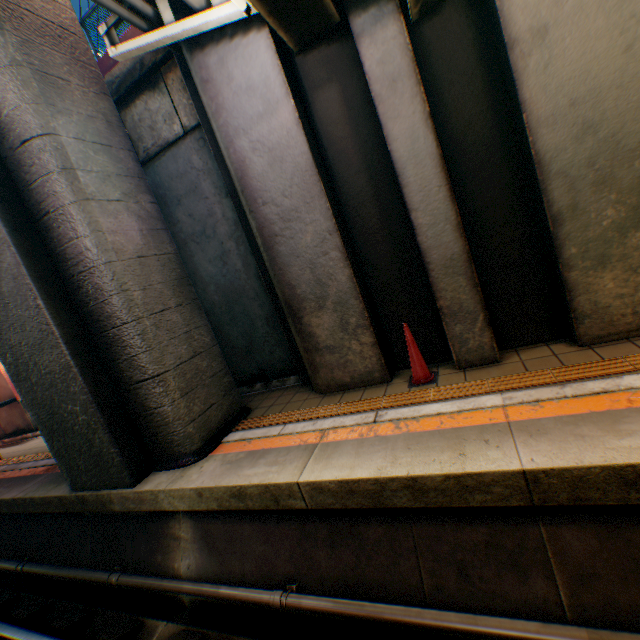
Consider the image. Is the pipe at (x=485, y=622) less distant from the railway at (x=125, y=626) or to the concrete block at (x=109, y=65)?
the railway at (x=125, y=626)

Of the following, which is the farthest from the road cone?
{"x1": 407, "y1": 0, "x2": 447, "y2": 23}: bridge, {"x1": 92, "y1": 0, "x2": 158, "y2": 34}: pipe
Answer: {"x1": 92, "y1": 0, "x2": 158, "y2": 34}: pipe

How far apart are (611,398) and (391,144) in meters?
3.4

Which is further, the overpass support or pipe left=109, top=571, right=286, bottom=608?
the overpass support

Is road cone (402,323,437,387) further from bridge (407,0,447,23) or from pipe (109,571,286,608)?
bridge (407,0,447,23)

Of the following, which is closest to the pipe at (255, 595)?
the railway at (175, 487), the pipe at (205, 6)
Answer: the railway at (175, 487)

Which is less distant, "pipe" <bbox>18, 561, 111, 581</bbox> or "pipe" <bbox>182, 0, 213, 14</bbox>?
"pipe" <bbox>182, 0, 213, 14</bbox>

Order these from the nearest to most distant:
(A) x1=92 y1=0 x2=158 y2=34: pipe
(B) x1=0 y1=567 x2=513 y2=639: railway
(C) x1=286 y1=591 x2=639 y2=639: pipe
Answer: (C) x1=286 y1=591 x2=639 y2=639: pipe → (B) x1=0 y1=567 x2=513 y2=639: railway → (A) x1=92 y1=0 x2=158 y2=34: pipe
